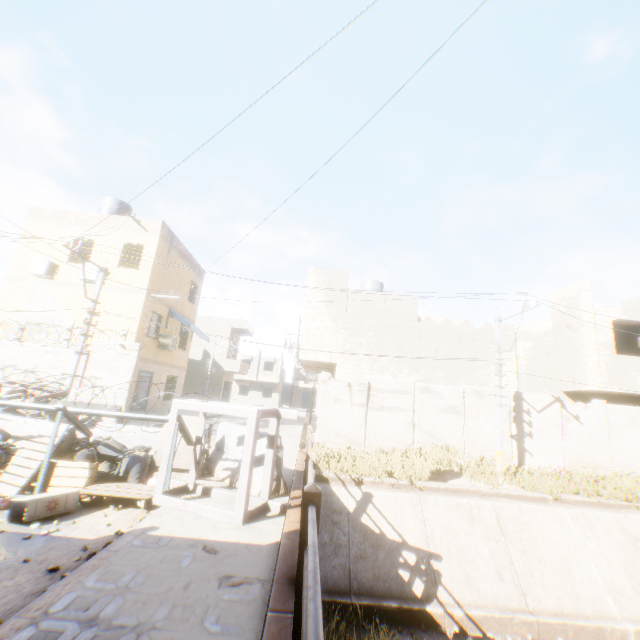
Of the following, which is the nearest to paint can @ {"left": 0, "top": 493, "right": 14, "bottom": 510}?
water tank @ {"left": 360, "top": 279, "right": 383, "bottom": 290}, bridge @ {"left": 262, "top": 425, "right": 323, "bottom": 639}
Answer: bridge @ {"left": 262, "top": 425, "right": 323, "bottom": 639}

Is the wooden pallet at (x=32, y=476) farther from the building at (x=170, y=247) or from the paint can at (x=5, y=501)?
the building at (x=170, y=247)

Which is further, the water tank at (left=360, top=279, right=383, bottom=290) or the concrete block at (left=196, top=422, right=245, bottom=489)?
the water tank at (left=360, top=279, right=383, bottom=290)

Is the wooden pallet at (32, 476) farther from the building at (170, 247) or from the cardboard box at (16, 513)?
the building at (170, 247)

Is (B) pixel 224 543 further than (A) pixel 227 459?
No

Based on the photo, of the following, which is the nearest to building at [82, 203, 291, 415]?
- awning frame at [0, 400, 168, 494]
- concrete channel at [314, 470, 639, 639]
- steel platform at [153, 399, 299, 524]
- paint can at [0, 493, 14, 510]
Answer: concrete channel at [314, 470, 639, 639]

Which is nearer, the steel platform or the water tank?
the steel platform

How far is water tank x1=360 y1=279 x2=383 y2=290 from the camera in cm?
2166
